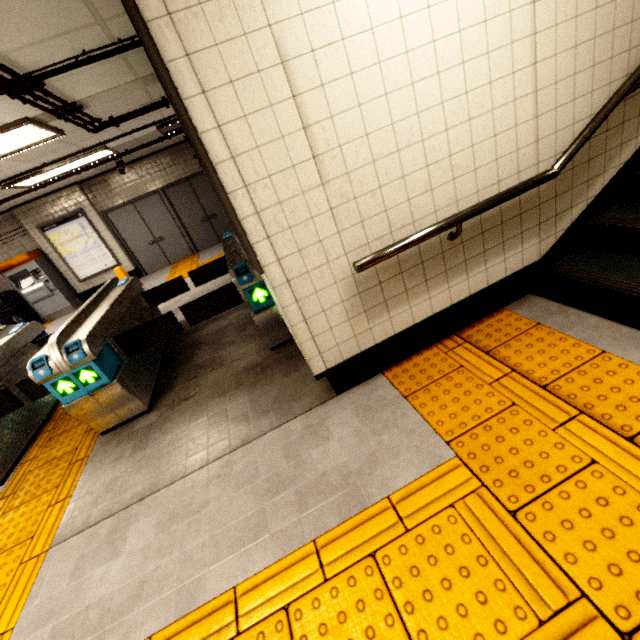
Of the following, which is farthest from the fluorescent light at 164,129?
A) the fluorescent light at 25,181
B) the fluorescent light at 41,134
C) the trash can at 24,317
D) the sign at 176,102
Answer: the trash can at 24,317

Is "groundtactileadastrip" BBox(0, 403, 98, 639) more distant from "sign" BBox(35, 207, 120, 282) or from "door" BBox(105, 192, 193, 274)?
"sign" BBox(35, 207, 120, 282)

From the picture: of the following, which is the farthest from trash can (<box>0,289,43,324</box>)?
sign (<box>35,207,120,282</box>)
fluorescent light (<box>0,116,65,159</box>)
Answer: fluorescent light (<box>0,116,65,159</box>)

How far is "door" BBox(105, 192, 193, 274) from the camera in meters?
9.5 m

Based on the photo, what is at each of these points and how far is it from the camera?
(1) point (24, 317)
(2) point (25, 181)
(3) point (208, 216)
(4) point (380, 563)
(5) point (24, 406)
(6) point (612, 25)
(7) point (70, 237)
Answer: (1) trash can, 9.0m
(2) fluorescent light, 6.2m
(3) door, 10.2m
(4) groundtactileadastrip, 1.5m
(5) ticket barrier, 3.8m
(6) stairs, 2.0m
(7) sign, 9.1m

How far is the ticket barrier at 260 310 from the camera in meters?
3.0

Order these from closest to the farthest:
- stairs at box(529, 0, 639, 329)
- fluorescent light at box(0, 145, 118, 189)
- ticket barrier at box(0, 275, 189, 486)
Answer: stairs at box(529, 0, 639, 329) < ticket barrier at box(0, 275, 189, 486) < fluorescent light at box(0, 145, 118, 189)

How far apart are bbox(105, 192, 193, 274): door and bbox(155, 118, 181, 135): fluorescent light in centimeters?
279cm
